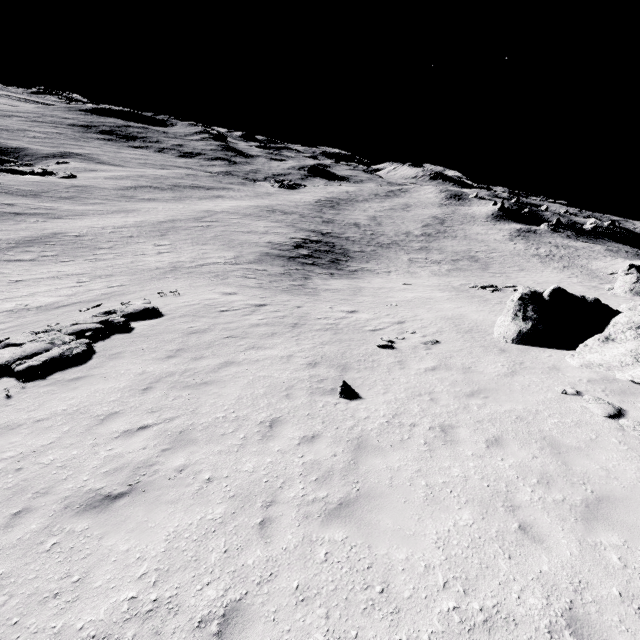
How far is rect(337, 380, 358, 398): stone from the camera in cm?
923

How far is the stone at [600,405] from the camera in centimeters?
803cm

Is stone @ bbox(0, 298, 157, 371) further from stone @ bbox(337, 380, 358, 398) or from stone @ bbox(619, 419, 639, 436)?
stone @ bbox(619, 419, 639, 436)

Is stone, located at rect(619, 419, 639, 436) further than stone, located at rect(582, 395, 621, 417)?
No

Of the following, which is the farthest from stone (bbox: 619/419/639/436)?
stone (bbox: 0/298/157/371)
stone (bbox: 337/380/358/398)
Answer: stone (bbox: 0/298/157/371)

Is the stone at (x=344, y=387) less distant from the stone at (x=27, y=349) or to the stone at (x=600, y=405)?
the stone at (x=600, y=405)

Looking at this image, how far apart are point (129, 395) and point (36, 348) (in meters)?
5.28
